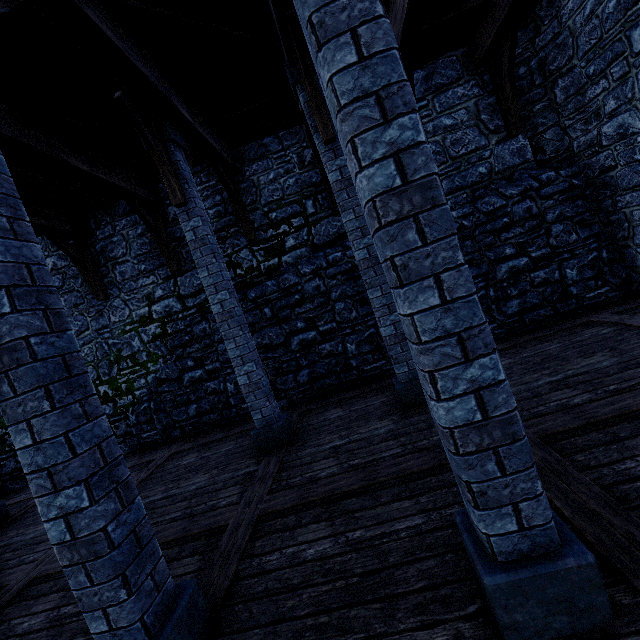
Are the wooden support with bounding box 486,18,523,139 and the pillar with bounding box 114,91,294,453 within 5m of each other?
no

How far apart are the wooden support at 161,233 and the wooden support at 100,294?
1.8 meters

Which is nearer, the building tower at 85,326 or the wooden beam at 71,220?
the wooden beam at 71,220

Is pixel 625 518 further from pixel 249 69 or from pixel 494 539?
pixel 249 69

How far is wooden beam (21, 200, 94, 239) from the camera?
6.5 meters

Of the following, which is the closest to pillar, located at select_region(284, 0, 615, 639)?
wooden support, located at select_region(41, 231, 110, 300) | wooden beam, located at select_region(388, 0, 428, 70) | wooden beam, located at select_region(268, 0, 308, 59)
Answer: wooden beam, located at select_region(268, 0, 308, 59)

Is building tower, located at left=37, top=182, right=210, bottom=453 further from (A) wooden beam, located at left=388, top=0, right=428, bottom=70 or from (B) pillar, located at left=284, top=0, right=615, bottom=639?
(B) pillar, located at left=284, top=0, right=615, bottom=639

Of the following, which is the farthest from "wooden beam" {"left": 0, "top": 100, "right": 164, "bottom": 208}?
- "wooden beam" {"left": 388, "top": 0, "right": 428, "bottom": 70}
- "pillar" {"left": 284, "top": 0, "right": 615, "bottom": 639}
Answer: "wooden beam" {"left": 388, "top": 0, "right": 428, "bottom": 70}
